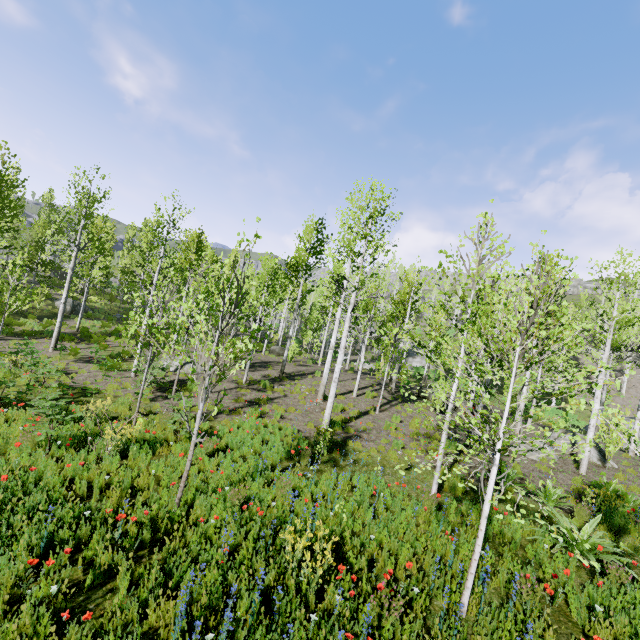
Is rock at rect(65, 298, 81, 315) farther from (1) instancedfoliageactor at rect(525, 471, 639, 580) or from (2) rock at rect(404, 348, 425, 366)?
(2) rock at rect(404, 348, 425, 366)

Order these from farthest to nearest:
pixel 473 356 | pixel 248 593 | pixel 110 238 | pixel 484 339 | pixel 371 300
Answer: pixel 110 238, pixel 371 300, pixel 473 356, pixel 484 339, pixel 248 593

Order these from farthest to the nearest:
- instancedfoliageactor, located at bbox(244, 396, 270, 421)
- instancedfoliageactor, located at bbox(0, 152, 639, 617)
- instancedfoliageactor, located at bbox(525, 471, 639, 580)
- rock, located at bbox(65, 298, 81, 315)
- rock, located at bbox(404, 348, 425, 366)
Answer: rock, located at bbox(404, 348, 425, 366)
rock, located at bbox(65, 298, 81, 315)
instancedfoliageactor, located at bbox(244, 396, 270, 421)
instancedfoliageactor, located at bbox(525, 471, 639, 580)
instancedfoliageactor, located at bbox(0, 152, 639, 617)

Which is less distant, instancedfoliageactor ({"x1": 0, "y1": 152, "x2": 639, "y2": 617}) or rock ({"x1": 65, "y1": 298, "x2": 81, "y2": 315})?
instancedfoliageactor ({"x1": 0, "y1": 152, "x2": 639, "y2": 617})

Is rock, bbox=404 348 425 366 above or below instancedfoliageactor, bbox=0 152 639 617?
below

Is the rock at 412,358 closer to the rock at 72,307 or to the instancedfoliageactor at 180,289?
the instancedfoliageactor at 180,289

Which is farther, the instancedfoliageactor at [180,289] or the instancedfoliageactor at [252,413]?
the instancedfoliageactor at [252,413]
